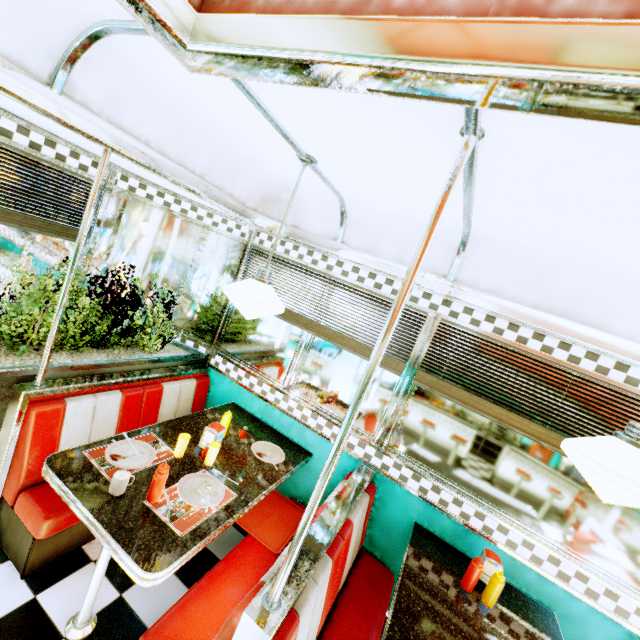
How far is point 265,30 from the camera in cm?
100

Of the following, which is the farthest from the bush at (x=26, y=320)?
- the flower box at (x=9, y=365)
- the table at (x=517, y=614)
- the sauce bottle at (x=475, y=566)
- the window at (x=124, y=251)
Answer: the sauce bottle at (x=475, y=566)

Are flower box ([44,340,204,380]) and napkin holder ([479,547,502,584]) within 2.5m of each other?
no

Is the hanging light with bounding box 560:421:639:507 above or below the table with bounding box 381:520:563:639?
above

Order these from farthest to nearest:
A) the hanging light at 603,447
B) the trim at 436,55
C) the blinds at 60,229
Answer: the blinds at 60,229
the hanging light at 603,447
the trim at 436,55

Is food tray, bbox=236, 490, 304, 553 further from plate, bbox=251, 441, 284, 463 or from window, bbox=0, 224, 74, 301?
window, bbox=0, 224, 74, 301

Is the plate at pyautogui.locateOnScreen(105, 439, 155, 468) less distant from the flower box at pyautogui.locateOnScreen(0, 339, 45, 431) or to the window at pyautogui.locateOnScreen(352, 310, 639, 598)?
the flower box at pyautogui.locateOnScreen(0, 339, 45, 431)

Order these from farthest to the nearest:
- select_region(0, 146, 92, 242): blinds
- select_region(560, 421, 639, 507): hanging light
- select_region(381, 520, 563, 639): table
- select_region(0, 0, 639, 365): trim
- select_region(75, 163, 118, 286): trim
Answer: select_region(75, 163, 118, 286): trim
select_region(0, 146, 92, 242): blinds
select_region(381, 520, 563, 639): table
select_region(560, 421, 639, 507): hanging light
select_region(0, 0, 639, 365): trim
